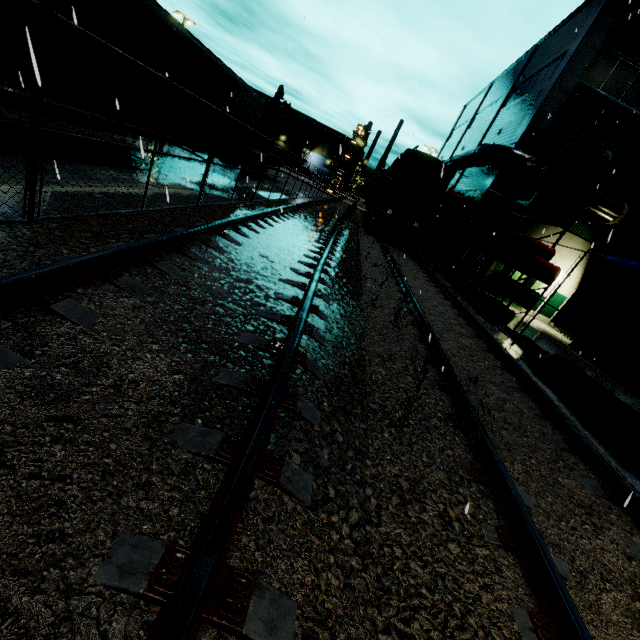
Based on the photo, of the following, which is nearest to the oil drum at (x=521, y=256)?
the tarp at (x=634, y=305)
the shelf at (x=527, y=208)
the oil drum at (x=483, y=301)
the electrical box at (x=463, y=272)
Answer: the shelf at (x=527, y=208)

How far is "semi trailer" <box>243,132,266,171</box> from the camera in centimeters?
1653cm

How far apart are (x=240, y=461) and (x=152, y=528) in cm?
50

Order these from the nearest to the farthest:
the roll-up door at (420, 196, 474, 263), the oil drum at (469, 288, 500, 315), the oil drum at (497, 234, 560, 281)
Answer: the oil drum at (497, 234, 560, 281) → the oil drum at (469, 288, 500, 315) → the roll-up door at (420, 196, 474, 263)

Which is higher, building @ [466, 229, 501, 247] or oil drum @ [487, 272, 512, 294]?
building @ [466, 229, 501, 247]

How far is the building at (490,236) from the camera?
18.8m

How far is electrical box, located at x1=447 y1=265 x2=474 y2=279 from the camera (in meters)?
18.11

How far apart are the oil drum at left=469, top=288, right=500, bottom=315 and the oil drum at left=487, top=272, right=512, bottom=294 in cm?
37
